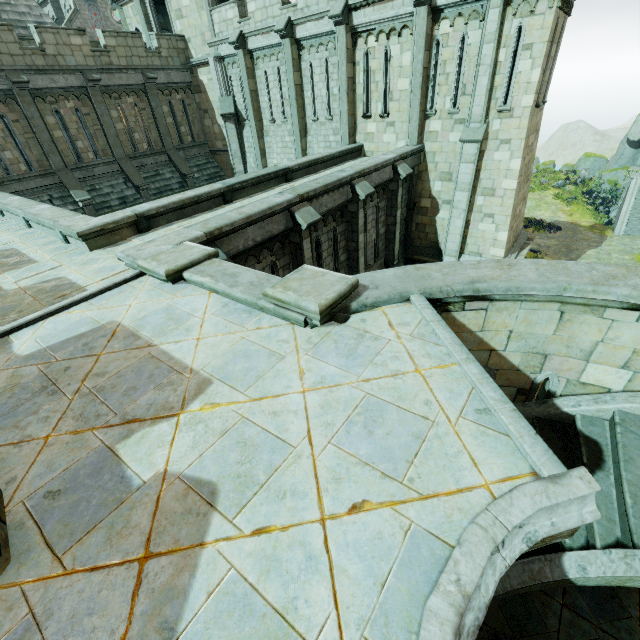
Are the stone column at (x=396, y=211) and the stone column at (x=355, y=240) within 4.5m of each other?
yes

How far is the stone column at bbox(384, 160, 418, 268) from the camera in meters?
13.3 m

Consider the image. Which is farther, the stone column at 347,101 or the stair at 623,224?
the stair at 623,224

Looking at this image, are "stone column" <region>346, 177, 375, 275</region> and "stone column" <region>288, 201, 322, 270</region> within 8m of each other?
yes

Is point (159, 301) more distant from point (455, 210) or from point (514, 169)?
point (514, 169)

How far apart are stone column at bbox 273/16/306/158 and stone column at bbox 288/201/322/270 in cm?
1022

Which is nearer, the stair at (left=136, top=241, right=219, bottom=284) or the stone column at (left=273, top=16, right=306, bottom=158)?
the stair at (left=136, top=241, right=219, bottom=284)

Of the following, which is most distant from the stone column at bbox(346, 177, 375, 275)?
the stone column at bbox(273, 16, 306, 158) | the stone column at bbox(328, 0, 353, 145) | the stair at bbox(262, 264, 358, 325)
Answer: the stone column at bbox(273, 16, 306, 158)
